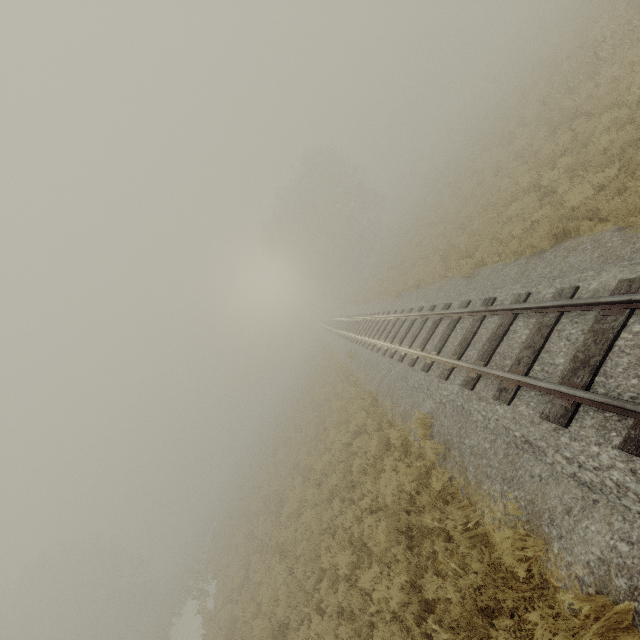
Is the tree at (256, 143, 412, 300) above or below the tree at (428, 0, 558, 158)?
above

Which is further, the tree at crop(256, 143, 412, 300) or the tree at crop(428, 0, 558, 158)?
Result: the tree at crop(256, 143, 412, 300)

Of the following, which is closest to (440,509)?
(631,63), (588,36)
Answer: (631,63)

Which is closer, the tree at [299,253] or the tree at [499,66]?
the tree at [499,66]

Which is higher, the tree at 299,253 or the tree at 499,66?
the tree at 299,253

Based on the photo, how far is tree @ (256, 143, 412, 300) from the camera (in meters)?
44.50
